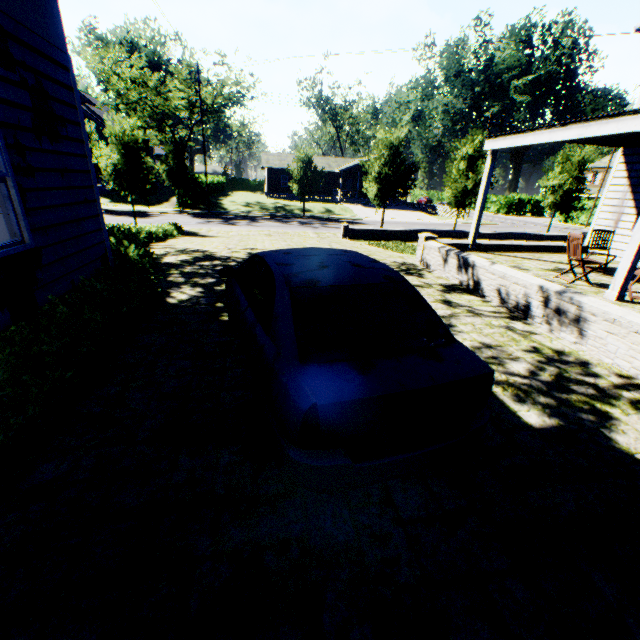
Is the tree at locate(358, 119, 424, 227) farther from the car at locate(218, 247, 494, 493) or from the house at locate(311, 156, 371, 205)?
the car at locate(218, 247, 494, 493)

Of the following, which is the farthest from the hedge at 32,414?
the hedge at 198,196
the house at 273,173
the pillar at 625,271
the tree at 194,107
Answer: the house at 273,173

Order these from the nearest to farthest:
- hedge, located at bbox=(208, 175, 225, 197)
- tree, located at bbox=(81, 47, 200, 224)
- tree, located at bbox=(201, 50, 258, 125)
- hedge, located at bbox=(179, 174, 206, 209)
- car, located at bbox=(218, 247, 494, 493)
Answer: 1. car, located at bbox=(218, 247, 494, 493)
2. tree, located at bbox=(81, 47, 200, 224)
3. tree, located at bbox=(201, 50, 258, 125)
4. hedge, located at bbox=(179, 174, 206, 209)
5. hedge, located at bbox=(208, 175, 225, 197)

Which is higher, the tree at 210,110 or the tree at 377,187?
the tree at 210,110

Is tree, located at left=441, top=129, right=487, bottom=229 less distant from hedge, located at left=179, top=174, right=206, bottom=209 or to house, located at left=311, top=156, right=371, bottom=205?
hedge, located at left=179, top=174, right=206, bottom=209

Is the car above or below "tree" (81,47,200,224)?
below

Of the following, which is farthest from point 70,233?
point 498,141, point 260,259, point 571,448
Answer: point 498,141

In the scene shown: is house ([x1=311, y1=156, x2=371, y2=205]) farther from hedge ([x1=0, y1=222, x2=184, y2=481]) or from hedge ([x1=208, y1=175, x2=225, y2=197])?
hedge ([x1=0, y1=222, x2=184, y2=481])
